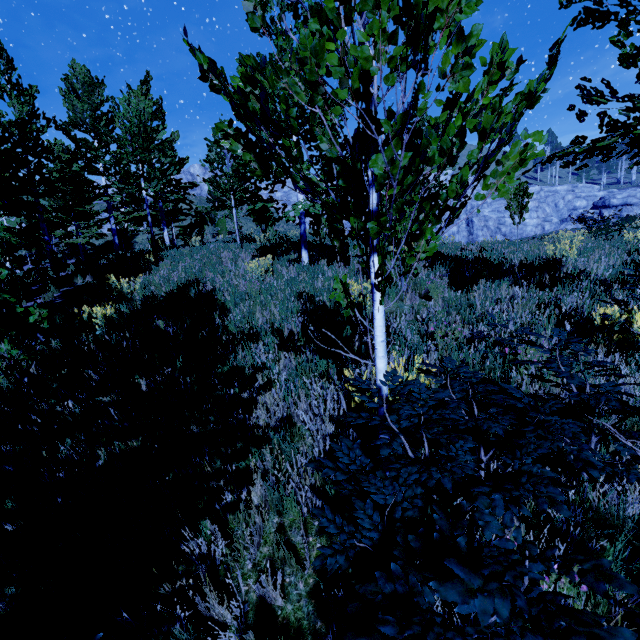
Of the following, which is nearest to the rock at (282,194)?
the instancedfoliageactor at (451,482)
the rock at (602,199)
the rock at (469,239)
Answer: the rock at (469,239)

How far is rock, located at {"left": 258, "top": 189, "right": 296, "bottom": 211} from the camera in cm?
5656

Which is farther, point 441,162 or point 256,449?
point 256,449

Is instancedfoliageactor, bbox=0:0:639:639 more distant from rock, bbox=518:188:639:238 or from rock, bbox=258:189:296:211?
rock, bbox=518:188:639:238

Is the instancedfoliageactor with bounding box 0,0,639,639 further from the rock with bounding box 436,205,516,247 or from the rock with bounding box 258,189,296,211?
the rock with bounding box 258,189,296,211

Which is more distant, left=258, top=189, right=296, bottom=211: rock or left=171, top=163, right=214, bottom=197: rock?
left=258, top=189, right=296, bottom=211: rock

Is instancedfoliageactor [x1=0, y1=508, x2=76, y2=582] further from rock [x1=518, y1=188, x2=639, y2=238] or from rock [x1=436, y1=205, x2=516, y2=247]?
rock [x1=518, y1=188, x2=639, y2=238]
